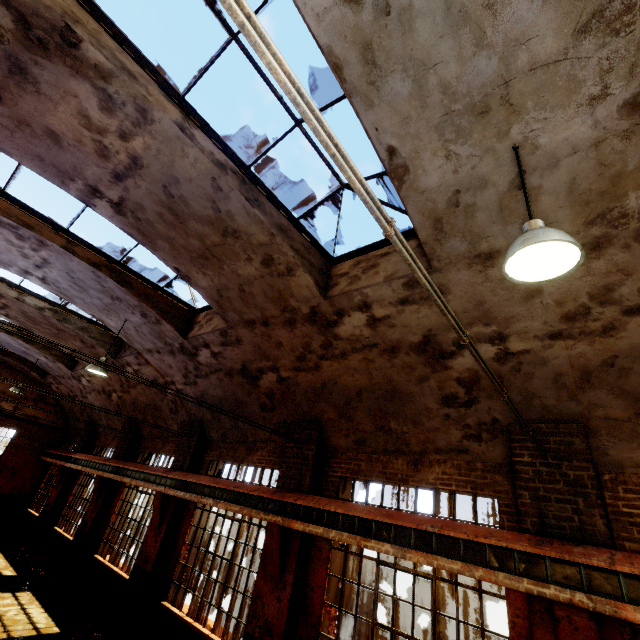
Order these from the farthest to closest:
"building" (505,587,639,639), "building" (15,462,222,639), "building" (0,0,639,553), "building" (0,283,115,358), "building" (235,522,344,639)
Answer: "building" (0,283,115,358) → "building" (15,462,222,639) → "building" (235,522,344,639) → "building" (505,587,639,639) → "building" (0,0,639,553)

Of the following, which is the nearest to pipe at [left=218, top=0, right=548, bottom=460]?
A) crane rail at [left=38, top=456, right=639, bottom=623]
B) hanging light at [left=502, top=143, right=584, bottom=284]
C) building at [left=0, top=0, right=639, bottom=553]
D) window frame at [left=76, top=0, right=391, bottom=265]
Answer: building at [left=0, top=0, right=639, bottom=553]

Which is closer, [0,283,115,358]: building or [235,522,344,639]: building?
[235,522,344,639]: building

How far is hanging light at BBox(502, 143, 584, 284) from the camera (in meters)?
2.46

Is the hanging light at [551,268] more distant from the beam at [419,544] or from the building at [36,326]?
the beam at [419,544]

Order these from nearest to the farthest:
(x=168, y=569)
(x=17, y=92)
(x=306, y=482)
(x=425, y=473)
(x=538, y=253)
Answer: (x=538, y=253)
(x=17, y=92)
(x=425, y=473)
(x=306, y=482)
(x=168, y=569)

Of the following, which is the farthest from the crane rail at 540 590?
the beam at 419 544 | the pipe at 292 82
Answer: the pipe at 292 82
